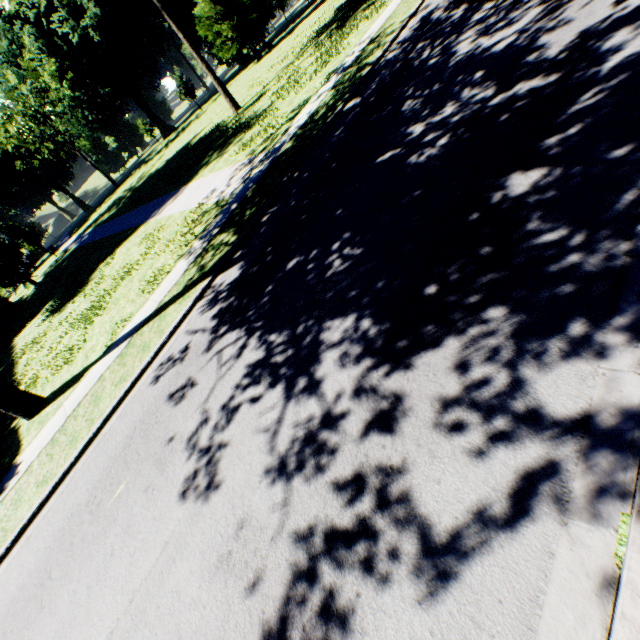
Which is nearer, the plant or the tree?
the tree

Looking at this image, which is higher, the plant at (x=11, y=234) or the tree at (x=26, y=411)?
the plant at (x=11, y=234)

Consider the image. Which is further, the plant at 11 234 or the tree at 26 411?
the plant at 11 234

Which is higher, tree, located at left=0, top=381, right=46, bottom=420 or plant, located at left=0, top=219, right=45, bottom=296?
plant, located at left=0, top=219, right=45, bottom=296

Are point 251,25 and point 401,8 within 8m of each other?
no
